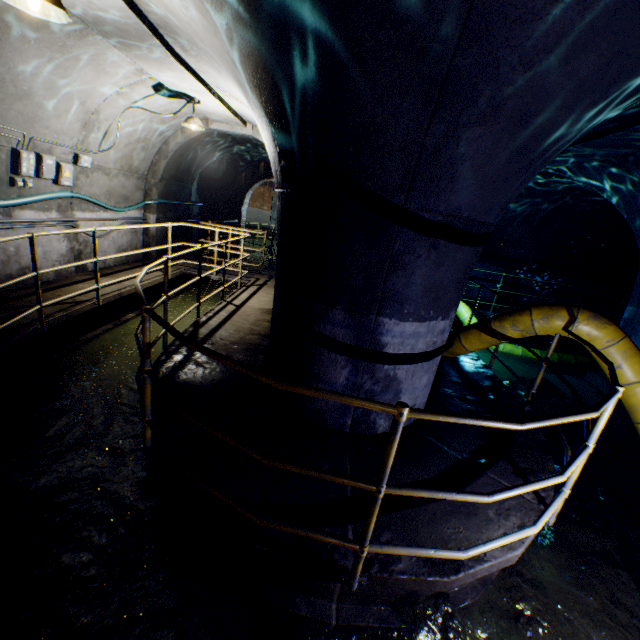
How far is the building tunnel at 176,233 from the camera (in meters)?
10.65

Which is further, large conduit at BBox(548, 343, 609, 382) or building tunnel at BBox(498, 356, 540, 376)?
building tunnel at BBox(498, 356, 540, 376)

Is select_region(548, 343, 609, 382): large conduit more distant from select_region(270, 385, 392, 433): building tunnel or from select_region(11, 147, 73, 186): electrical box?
select_region(11, 147, 73, 186): electrical box

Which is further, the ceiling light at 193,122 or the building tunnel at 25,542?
the ceiling light at 193,122

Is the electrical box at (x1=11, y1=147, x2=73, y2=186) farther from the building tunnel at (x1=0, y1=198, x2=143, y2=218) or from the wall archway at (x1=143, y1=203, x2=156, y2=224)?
the wall archway at (x1=143, y1=203, x2=156, y2=224)

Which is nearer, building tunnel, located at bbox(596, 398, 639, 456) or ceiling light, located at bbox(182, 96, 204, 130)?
building tunnel, located at bbox(596, 398, 639, 456)

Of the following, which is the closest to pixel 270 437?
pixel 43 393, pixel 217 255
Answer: pixel 43 393

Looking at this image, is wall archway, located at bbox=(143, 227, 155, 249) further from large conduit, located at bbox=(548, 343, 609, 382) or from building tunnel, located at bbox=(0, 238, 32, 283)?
large conduit, located at bbox=(548, 343, 609, 382)
